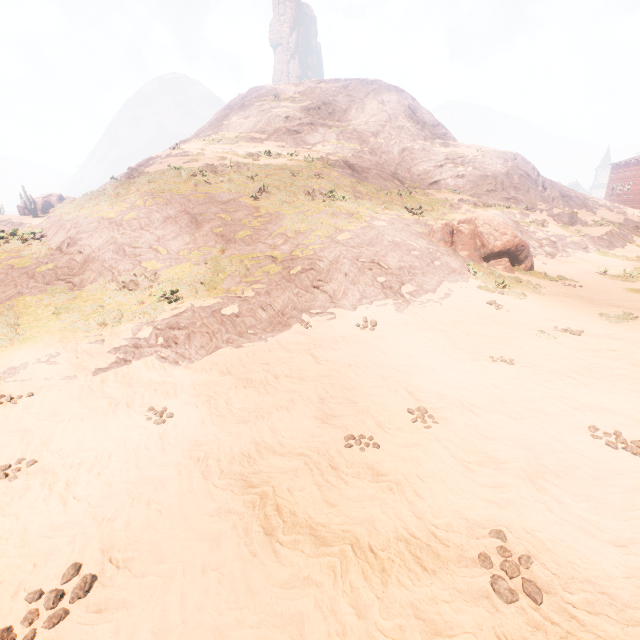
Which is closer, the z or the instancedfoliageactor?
the z

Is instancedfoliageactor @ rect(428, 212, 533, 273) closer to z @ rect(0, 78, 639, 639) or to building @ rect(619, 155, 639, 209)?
z @ rect(0, 78, 639, 639)

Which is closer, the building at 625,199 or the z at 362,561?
the z at 362,561

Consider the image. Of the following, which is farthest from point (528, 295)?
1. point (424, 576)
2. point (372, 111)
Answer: point (372, 111)

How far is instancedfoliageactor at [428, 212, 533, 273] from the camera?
15.8 meters

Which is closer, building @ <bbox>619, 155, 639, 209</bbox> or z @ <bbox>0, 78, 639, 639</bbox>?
z @ <bbox>0, 78, 639, 639</bbox>

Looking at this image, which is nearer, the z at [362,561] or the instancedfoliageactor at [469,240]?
the z at [362,561]
